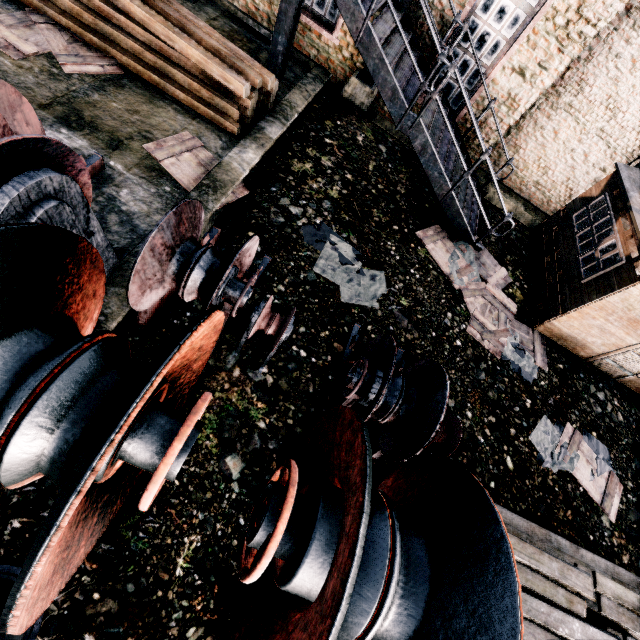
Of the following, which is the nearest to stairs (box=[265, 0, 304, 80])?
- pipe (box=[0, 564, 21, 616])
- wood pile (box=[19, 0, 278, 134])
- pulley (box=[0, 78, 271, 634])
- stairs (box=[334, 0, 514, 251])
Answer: stairs (box=[334, 0, 514, 251])

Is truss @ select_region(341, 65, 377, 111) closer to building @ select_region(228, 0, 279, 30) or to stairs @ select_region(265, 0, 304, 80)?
building @ select_region(228, 0, 279, 30)

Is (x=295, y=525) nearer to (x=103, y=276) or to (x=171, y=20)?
(x=103, y=276)

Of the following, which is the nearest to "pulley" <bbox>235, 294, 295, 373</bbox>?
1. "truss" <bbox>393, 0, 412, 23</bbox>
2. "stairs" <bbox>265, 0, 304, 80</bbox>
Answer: "stairs" <bbox>265, 0, 304, 80</bbox>

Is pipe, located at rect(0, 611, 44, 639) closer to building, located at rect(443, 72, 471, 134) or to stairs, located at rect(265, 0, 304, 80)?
building, located at rect(443, 72, 471, 134)

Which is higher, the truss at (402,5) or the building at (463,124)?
the truss at (402,5)

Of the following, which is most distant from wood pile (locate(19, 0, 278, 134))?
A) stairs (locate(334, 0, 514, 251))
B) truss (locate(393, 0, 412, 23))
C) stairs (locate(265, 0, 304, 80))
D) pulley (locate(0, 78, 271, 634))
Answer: pulley (locate(0, 78, 271, 634))

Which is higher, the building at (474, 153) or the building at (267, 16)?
the building at (474, 153)
